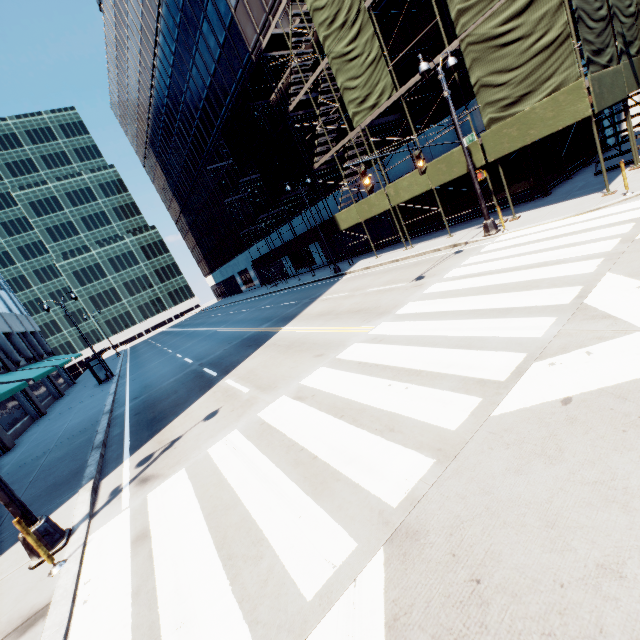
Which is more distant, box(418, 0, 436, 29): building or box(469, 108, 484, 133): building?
box(469, 108, 484, 133): building

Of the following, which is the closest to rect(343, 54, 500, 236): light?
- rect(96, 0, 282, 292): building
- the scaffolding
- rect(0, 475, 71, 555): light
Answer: the scaffolding

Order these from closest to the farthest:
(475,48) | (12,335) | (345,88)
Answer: (475,48) < (345,88) < (12,335)

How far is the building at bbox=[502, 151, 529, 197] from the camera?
16.6 meters

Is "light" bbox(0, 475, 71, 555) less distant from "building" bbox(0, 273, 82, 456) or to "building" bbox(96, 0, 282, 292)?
"building" bbox(0, 273, 82, 456)

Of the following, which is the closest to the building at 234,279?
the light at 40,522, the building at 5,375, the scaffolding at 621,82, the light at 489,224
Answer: the scaffolding at 621,82

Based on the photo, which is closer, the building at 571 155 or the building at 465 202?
the building at 571 155

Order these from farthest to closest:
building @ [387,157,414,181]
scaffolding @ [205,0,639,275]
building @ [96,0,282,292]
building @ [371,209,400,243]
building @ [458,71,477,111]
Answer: building @ [96,0,282,292]
building @ [371,209,400,243]
building @ [387,157,414,181]
building @ [458,71,477,111]
scaffolding @ [205,0,639,275]
